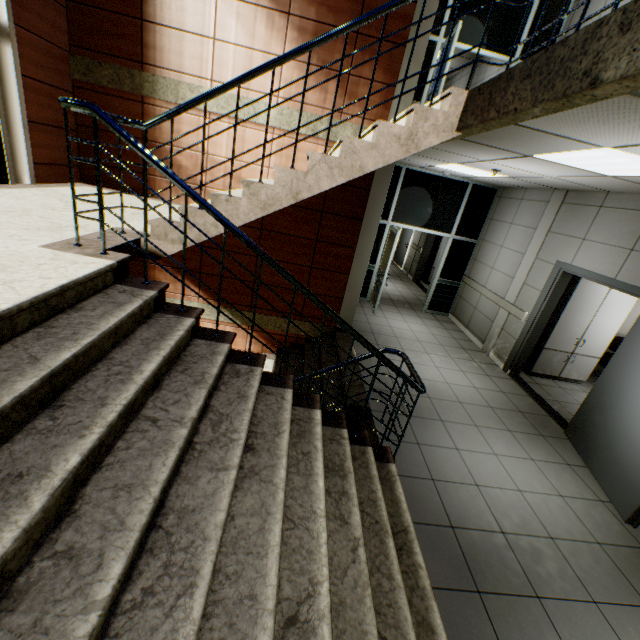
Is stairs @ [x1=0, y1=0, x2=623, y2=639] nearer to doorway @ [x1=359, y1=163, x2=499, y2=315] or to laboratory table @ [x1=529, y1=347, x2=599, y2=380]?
doorway @ [x1=359, y1=163, x2=499, y2=315]

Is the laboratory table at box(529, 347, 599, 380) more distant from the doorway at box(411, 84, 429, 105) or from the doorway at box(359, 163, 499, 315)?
the doorway at box(411, 84, 429, 105)

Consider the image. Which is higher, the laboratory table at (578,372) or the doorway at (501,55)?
the doorway at (501,55)

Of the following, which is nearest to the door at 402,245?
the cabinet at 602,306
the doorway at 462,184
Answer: the doorway at 462,184

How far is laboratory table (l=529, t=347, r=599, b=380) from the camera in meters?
6.0 m

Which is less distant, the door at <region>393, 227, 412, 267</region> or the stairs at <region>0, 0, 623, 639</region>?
the stairs at <region>0, 0, 623, 639</region>

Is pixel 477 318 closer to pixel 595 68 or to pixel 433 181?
pixel 433 181

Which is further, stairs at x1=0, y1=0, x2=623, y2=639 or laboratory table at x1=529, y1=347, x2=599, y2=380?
laboratory table at x1=529, y1=347, x2=599, y2=380
